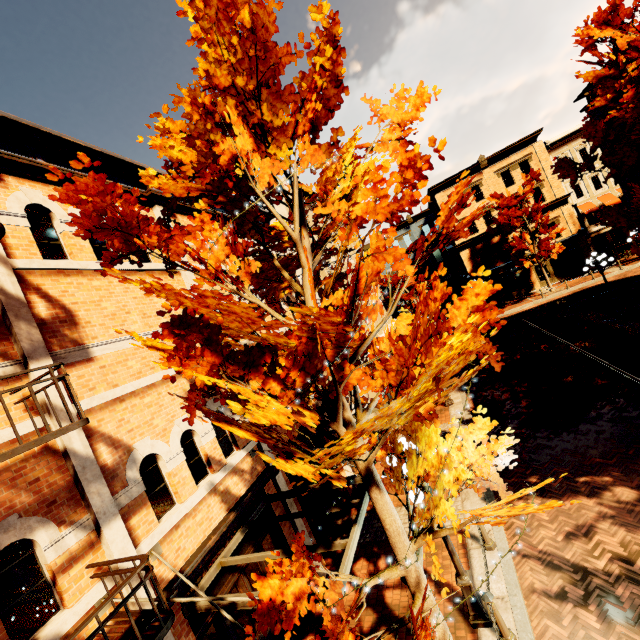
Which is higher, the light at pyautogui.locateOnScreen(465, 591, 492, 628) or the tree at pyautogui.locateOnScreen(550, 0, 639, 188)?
the tree at pyautogui.locateOnScreen(550, 0, 639, 188)

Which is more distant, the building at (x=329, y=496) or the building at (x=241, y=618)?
the building at (x=329, y=496)

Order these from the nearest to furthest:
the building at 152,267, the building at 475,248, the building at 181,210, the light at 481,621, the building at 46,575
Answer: the building at 46,575, the light at 481,621, the building at 152,267, the building at 181,210, the building at 475,248

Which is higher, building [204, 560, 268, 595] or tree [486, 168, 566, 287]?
tree [486, 168, 566, 287]

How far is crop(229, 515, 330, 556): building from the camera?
7.2 meters

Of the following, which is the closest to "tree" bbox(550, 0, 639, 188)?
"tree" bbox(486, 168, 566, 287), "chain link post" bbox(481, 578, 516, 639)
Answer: "chain link post" bbox(481, 578, 516, 639)

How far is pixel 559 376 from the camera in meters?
14.1 m

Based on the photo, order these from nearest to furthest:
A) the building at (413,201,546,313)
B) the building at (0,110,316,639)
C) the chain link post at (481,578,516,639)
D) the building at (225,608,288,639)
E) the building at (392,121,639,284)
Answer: the building at (0,110,316,639), the chain link post at (481,578,516,639), the building at (225,608,288,639), the building at (392,121,639,284), the building at (413,201,546,313)
